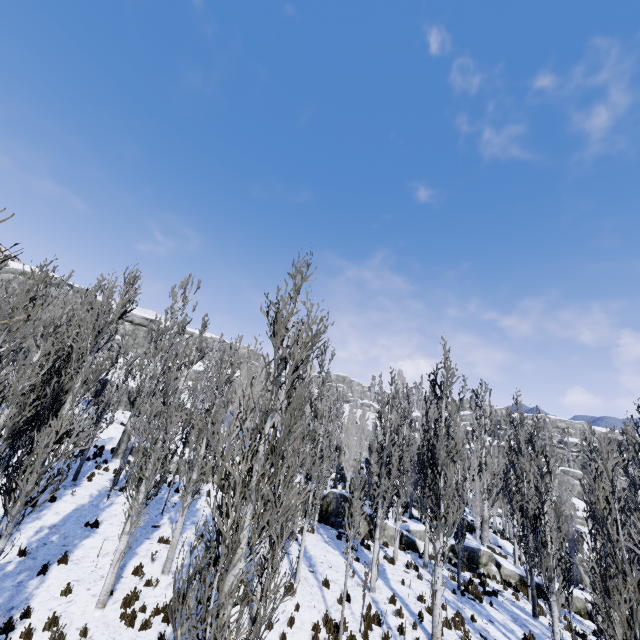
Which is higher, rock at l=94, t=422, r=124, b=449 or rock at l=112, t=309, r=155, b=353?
rock at l=112, t=309, r=155, b=353

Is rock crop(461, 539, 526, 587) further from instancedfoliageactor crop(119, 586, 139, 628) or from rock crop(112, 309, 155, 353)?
rock crop(112, 309, 155, 353)

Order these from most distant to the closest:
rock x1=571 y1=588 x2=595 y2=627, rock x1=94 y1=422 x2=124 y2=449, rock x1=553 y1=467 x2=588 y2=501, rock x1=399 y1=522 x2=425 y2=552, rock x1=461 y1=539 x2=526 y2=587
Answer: rock x1=553 y1=467 x2=588 y2=501, rock x1=94 y1=422 x2=124 y2=449, rock x1=399 y1=522 x2=425 y2=552, rock x1=461 y1=539 x2=526 y2=587, rock x1=571 y1=588 x2=595 y2=627

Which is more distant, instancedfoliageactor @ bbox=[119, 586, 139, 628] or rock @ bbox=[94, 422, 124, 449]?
rock @ bbox=[94, 422, 124, 449]

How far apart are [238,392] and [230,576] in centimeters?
4289cm

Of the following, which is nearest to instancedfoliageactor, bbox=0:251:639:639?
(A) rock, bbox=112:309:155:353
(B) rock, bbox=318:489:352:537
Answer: (B) rock, bbox=318:489:352:537

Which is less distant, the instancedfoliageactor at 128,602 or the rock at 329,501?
the instancedfoliageactor at 128,602

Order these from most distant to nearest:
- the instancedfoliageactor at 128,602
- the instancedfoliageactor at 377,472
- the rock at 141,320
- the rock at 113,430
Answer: the rock at 141,320
the rock at 113,430
the instancedfoliageactor at 128,602
the instancedfoliageactor at 377,472
